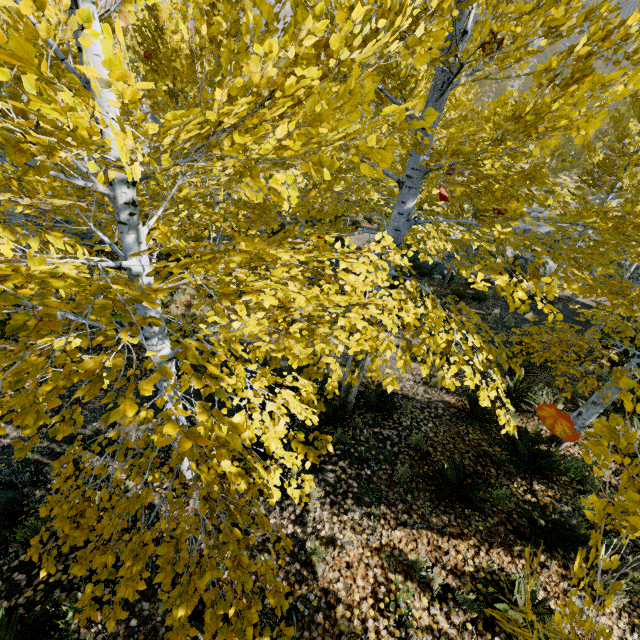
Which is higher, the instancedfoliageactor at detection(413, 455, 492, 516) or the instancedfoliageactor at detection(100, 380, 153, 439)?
the instancedfoliageactor at detection(100, 380, 153, 439)

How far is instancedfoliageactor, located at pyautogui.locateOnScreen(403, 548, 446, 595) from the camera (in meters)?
3.56

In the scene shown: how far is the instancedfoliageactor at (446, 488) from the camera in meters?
4.3 m

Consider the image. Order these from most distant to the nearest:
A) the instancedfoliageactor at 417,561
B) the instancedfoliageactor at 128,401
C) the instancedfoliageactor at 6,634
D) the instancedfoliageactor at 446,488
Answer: the instancedfoliageactor at 446,488, the instancedfoliageactor at 417,561, the instancedfoliageactor at 6,634, the instancedfoliageactor at 128,401

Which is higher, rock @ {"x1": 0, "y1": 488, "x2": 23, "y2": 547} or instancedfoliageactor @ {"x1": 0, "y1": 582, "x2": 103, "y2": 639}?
instancedfoliageactor @ {"x1": 0, "y1": 582, "x2": 103, "y2": 639}

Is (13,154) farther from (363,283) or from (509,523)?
(509,523)

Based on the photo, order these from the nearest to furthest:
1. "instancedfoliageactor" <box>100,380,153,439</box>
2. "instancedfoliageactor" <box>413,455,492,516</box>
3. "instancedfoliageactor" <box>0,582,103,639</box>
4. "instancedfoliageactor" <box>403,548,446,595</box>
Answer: "instancedfoliageactor" <box>100,380,153,439</box>
"instancedfoliageactor" <box>0,582,103,639</box>
"instancedfoliageactor" <box>403,548,446,595</box>
"instancedfoliageactor" <box>413,455,492,516</box>
